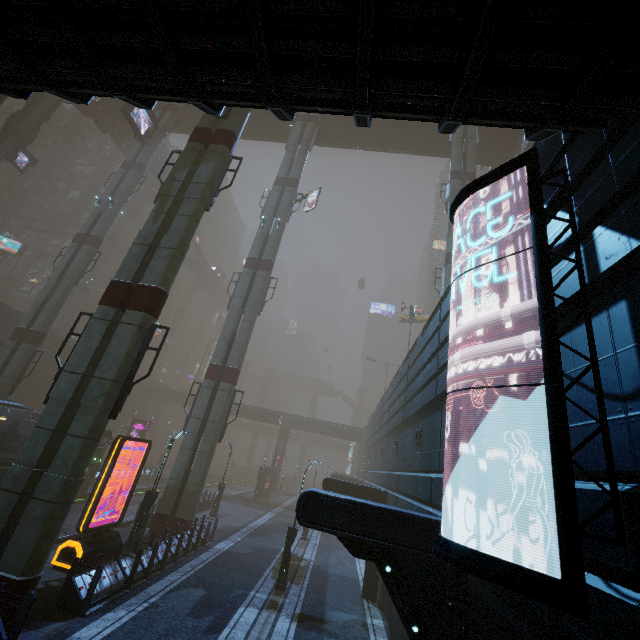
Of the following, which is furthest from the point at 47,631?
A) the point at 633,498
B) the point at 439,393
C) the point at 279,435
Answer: the point at 279,435

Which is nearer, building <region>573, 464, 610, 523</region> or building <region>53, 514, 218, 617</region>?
building <region>573, 464, 610, 523</region>

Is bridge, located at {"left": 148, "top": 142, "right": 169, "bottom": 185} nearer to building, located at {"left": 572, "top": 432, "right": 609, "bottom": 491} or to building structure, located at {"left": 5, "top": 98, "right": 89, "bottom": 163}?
building structure, located at {"left": 5, "top": 98, "right": 89, "bottom": 163}

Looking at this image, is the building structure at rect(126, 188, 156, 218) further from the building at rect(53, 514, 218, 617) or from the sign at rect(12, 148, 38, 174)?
the sign at rect(12, 148, 38, 174)

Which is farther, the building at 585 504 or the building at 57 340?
the building at 57 340

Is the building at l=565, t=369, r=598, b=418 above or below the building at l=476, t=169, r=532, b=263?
below

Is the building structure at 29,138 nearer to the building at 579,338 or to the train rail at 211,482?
the building at 579,338

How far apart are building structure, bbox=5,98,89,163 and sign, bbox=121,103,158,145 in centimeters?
1523cm
